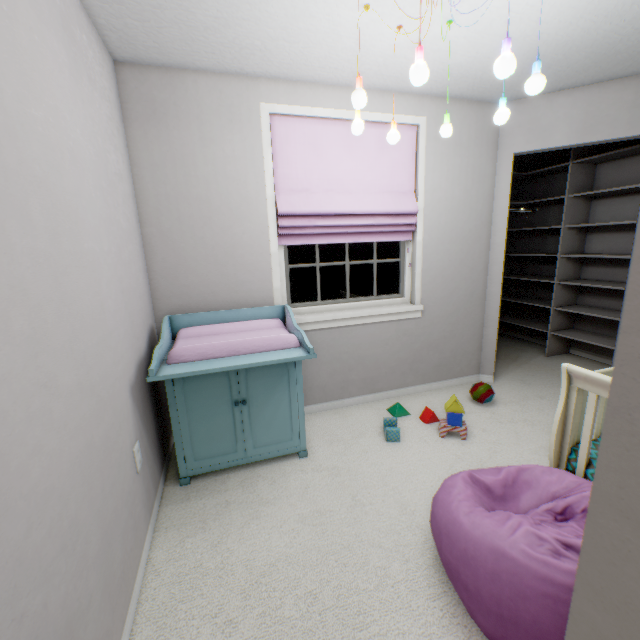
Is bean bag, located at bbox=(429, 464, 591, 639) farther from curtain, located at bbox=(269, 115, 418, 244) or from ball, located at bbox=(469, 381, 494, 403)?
curtain, located at bbox=(269, 115, 418, 244)

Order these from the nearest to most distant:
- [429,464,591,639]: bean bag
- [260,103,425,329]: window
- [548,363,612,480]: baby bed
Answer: [429,464,591,639]: bean bag, [548,363,612,480]: baby bed, [260,103,425,329]: window

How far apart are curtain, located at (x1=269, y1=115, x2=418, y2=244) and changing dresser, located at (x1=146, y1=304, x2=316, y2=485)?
0.5m

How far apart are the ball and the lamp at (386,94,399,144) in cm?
211

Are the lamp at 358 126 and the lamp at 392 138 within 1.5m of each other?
yes

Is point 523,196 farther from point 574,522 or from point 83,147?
Answer: point 83,147

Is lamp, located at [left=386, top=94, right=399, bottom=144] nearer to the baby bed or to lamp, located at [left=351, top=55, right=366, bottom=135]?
lamp, located at [left=351, top=55, right=366, bottom=135]

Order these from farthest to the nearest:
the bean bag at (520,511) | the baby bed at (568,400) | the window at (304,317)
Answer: the window at (304,317) < the baby bed at (568,400) < the bean bag at (520,511)
